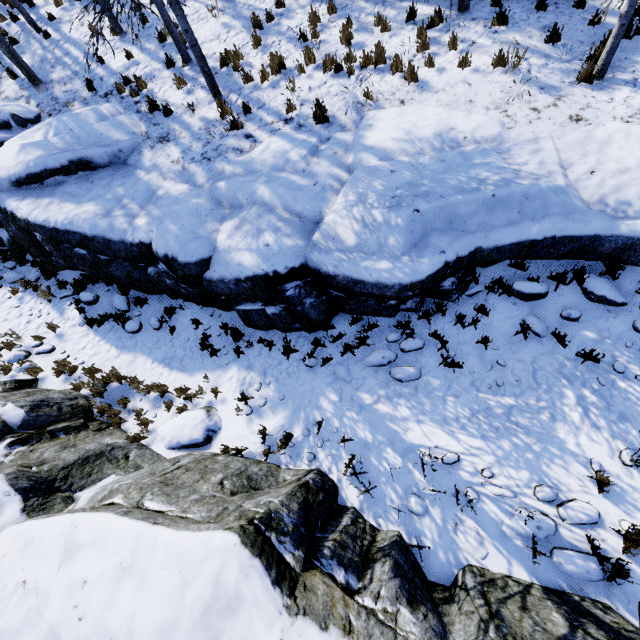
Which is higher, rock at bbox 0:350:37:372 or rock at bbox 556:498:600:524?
rock at bbox 0:350:37:372

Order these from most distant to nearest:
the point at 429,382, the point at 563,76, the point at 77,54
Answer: the point at 77,54, the point at 563,76, the point at 429,382

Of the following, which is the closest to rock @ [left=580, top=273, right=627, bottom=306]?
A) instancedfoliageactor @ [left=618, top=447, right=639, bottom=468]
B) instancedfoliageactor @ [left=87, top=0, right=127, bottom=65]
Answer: instancedfoliageactor @ [left=618, top=447, right=639, bottom=468]

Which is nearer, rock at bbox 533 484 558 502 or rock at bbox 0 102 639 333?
rock at bbox 533 484 558 502

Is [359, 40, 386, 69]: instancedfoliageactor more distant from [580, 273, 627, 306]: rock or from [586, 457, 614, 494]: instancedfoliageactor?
[586, 457, 614, 494]: instancedfoliageactor

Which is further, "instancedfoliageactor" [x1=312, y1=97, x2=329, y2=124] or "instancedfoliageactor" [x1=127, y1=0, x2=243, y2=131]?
"instancedfoliageactor" [x1=312, y1=97, x2=329, y2=124]

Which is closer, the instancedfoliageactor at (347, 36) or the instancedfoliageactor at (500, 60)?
the instancedfoliageactor at (500, 60)

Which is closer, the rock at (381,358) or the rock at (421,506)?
the rock at (421,506)
